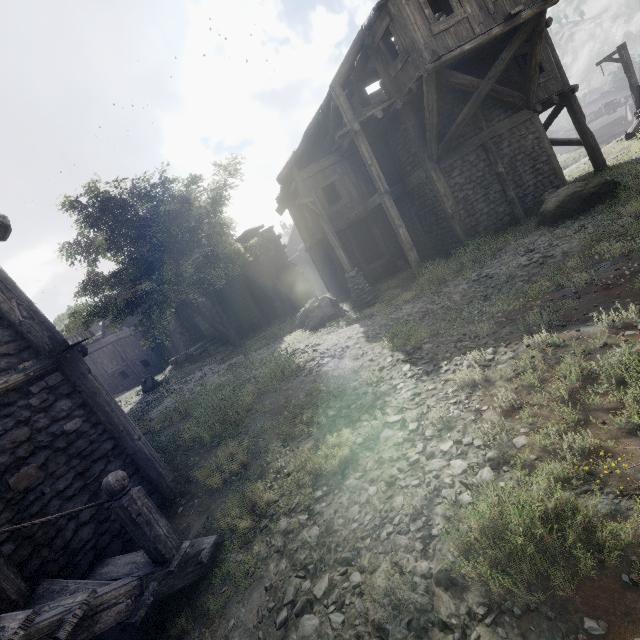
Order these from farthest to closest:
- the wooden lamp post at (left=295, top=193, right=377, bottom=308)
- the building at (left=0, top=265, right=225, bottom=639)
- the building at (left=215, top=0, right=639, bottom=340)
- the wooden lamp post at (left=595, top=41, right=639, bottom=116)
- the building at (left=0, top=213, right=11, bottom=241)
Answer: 1. the wooden lamp post at (left=595, top=41, right=639, bottom=116)
2. the wooden lamp post at (left=295, top=193, right=377, bottom=308)
3. the building at (left=215, top=0, right=639, bottom=340)
4. the building at (left=0, top=213, right=11, bottom=241)
5. the building at (left=0, top=265, right=225, bottom=639)

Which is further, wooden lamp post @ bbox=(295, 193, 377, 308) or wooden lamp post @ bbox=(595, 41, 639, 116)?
wooden lamp post @ bbox=(595, 41, 639, 116)

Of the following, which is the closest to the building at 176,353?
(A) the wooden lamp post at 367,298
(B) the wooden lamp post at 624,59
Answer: (A) the wooden lamp post at 367,298

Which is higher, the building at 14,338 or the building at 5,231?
the building at 5,231

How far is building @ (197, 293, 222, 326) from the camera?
24.5 meters

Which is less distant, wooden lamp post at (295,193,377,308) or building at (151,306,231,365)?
wooden lamp post at (295,193,377,308)

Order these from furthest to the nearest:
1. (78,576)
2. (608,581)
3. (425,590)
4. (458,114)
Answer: (458,114) → (78,576) → (425,590) → (608,581)

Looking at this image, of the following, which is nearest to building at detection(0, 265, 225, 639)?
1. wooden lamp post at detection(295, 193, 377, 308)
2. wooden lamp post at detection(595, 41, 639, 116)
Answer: wooden lamp post at detection(295, 193, 377, 308)
